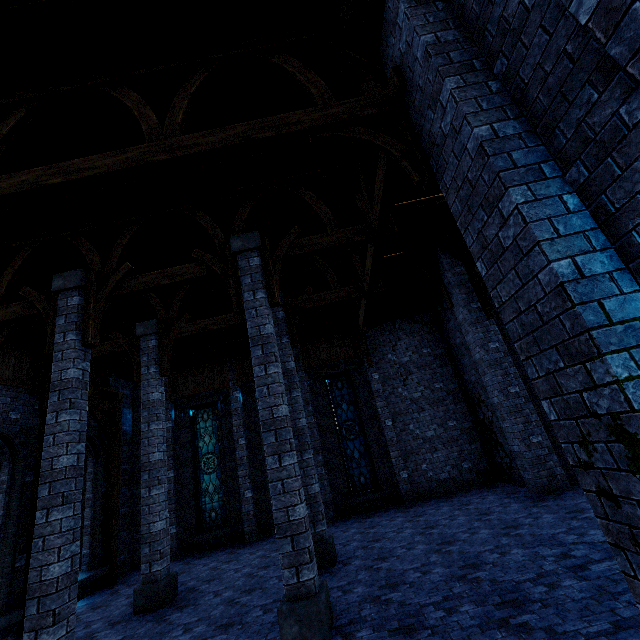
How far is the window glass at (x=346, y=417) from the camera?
12.7m

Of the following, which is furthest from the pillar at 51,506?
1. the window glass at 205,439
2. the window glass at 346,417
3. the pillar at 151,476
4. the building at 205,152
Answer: the window glass at 346,417

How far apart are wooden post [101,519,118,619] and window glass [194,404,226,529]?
2.1m

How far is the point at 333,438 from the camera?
13.1m

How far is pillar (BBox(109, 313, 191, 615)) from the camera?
7.4 meters

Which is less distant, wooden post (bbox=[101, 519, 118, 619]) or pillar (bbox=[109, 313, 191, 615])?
pillar (bbox=[109, 313, 191, 615])

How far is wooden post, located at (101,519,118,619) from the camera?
8.25m

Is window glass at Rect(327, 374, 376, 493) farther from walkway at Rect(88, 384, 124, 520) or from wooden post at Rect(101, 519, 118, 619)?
walkway at Rect(88, 384, 124, 520)
